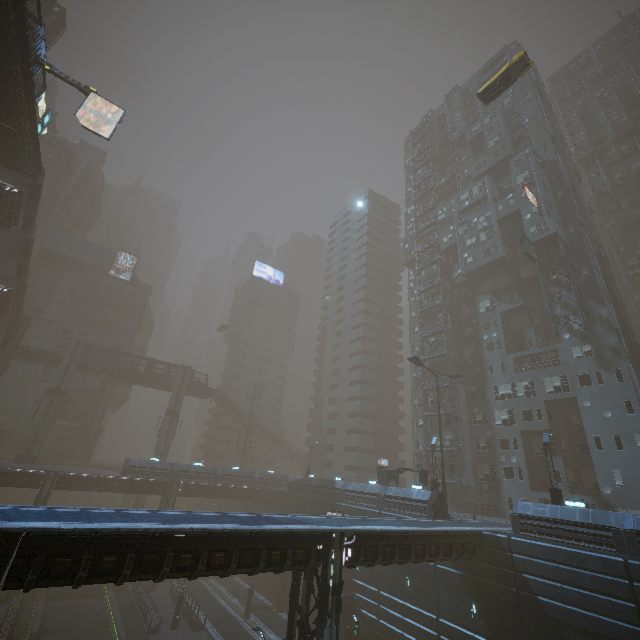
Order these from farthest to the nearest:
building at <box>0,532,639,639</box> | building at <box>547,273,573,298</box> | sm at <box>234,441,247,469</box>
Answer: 1. sm at <box>234,441,247,469</box>
2. building at <box>547,273,573,298</box>
3. building at <box>0,532,639,639</box>

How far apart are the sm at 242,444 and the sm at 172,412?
10.43m

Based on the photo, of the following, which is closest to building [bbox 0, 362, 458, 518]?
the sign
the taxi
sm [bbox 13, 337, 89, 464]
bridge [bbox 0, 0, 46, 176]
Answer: the sign

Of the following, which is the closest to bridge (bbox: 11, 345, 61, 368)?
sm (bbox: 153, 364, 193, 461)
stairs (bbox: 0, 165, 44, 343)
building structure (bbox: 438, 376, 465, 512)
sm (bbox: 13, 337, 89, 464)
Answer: stairs (bbox: 0, 165, 44, 343)

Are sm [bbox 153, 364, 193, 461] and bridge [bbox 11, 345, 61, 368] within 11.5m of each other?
no

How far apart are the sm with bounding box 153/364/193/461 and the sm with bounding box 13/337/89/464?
12.9m

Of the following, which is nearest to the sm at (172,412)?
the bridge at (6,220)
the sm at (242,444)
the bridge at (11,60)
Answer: the sm at (242,444)

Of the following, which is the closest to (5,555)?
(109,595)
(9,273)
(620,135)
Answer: (109,595)
